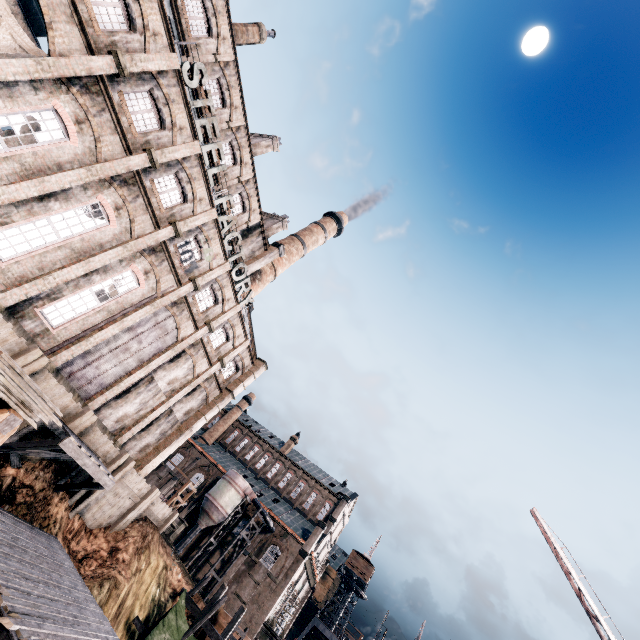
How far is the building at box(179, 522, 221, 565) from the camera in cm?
4638

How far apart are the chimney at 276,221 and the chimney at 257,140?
7.5 meters

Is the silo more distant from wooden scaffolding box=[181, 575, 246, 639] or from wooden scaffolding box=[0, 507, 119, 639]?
wooden scaffolding box=[0, 507, 119, 639]

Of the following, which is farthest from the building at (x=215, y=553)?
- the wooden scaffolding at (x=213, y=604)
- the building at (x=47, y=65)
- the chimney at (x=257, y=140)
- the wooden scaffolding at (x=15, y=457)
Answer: the chimney at (x=257, y=140)

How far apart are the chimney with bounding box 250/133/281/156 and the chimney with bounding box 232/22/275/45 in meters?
7.5

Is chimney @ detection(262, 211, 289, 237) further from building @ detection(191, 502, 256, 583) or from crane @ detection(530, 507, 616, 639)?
building @ detection(191, 502, 256, 583)

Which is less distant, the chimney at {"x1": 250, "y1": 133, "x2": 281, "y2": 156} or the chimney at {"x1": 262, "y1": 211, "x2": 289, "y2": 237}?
the chimney at {"x1": 250, "y1": 133, "x2": 281, "y2": 156}

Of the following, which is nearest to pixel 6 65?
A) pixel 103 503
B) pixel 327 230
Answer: pixel 103 503
